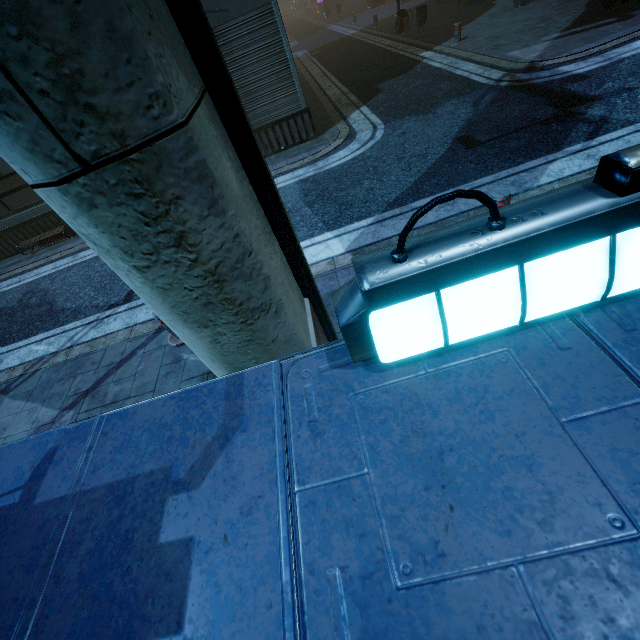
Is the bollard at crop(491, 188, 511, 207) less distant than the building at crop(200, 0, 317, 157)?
Yes

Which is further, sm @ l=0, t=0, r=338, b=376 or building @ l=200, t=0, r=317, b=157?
building @ l=200, t=0, r=317, b=157

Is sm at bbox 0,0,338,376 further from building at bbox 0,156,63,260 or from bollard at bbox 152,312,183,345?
bollard at bbox 152,312,183,345

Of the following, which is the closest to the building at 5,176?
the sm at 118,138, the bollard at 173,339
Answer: the sm at 118,138

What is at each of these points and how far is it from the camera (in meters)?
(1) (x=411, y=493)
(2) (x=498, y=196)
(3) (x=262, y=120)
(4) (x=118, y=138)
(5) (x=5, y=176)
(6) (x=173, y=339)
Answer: (1) building, 1.00
(2) bollard, 4.12
(3) building, 8.84
(4) sm, 1.20
(5) building, 9.18
(6) bollard, 5.04

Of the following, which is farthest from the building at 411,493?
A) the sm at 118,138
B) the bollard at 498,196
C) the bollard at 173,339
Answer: the bollard at 173,339

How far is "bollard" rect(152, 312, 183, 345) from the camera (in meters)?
4.70

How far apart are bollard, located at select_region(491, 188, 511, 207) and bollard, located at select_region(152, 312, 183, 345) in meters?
4.6
